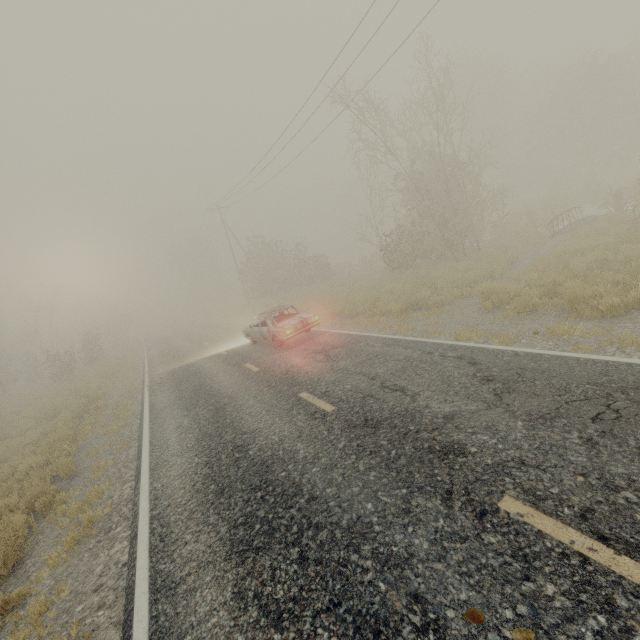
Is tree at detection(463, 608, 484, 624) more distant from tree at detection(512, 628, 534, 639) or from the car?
the car

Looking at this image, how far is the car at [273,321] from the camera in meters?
12.2

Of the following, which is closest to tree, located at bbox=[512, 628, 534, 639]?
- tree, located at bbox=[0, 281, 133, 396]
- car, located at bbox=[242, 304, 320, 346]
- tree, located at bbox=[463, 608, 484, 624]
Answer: tree, located at bbox=[463, 608, 484, 624]

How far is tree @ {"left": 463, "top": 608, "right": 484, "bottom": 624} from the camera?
2.4 meters

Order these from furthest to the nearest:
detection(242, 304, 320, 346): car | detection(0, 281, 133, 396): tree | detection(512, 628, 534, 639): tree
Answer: detection(0, 281, 133, 396): tree, detection(242, 304, 320, 346): car, detection(512, 628, 534, 639): tree

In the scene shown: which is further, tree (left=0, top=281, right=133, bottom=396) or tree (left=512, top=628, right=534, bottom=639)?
tree (left=0, top=281, right=133, bottom=396)

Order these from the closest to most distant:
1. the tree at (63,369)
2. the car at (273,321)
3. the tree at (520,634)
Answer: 1. the tree at (520,634)
2. the car at (273,321)
3. the tree at (63,369)

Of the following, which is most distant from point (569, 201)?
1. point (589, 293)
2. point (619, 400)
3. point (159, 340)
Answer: point (159, 340)
